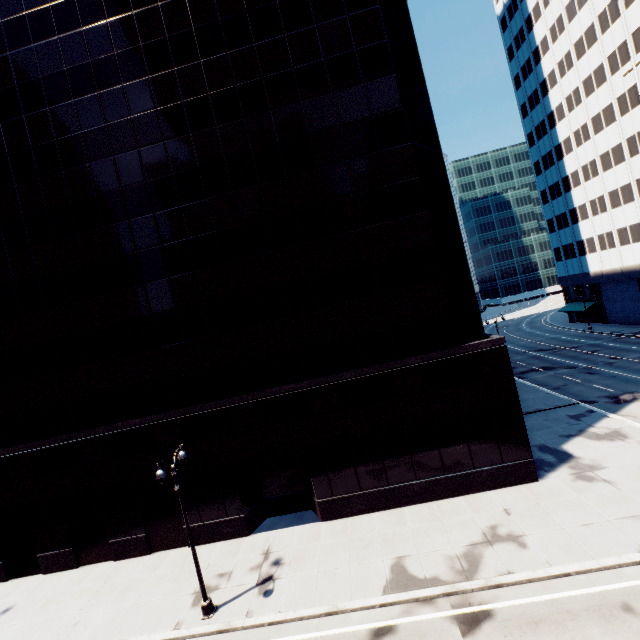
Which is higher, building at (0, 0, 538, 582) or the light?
building at (0, 0, 538, 582)

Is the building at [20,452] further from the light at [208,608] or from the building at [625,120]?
the building at [625,120]

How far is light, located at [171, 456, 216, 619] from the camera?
14.4m

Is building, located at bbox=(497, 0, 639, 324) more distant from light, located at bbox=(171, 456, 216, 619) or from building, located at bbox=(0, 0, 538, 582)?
light, located at bbox=(171, 456, 216, 619)

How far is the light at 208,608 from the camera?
14.4m

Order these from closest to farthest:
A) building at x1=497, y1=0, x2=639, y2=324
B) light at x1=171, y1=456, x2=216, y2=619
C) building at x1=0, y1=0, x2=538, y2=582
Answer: light at x1=171, y1=456, x2=216, y2=619 → building at x1=0, y1=0, x2=538, y2=582 → building at x1=497, y1=0, x2=639, y2=324

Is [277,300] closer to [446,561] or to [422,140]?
[422,140]

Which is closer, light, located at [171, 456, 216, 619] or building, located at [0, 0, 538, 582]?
light, located at [171, 456, 216, 619]
